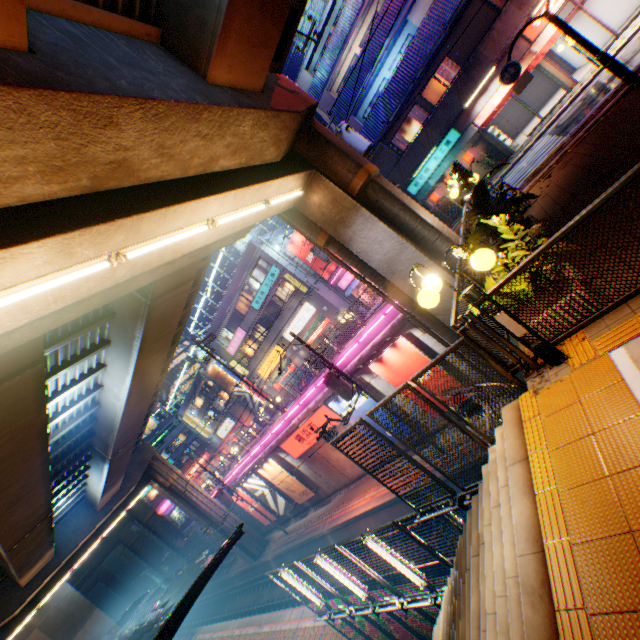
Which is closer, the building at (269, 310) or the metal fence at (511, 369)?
the metal fence at (511, 369)

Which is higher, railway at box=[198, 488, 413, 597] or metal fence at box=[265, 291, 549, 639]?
metal fence at box=[265, 291, 549, 639]

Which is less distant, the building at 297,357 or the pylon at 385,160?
the pylon at 385,160

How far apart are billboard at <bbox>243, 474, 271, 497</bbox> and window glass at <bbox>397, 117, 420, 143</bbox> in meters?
27.7 m

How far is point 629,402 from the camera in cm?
307

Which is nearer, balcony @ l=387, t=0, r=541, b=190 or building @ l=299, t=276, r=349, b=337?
balcony @ l=387, t=0, r=541, b=190

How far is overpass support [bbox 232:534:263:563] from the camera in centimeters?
3014cm

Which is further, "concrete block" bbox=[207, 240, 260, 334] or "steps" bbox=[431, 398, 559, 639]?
"concrete block" bbox=[207, 240, 260, 334]
